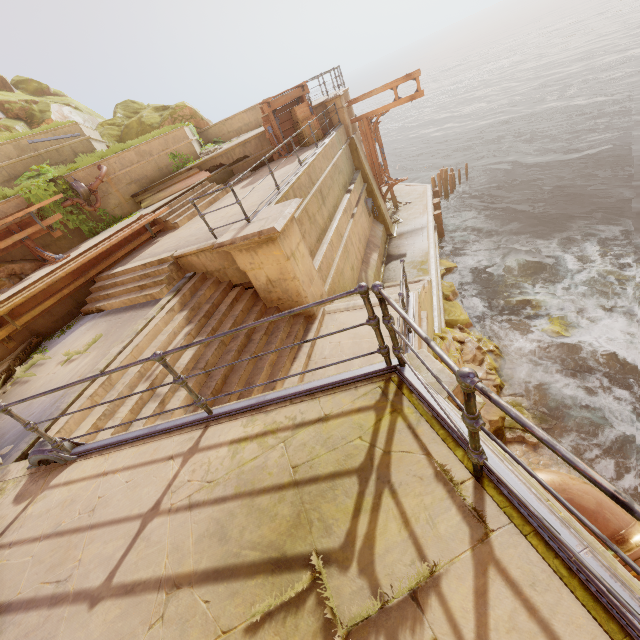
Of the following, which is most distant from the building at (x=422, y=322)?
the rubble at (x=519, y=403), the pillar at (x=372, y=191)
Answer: the pillar at (x=372, y=191)

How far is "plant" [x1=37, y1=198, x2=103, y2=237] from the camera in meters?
10.2 m

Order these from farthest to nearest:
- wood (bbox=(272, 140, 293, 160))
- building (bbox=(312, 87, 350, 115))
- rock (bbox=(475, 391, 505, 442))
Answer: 1. building (bbox=(312, 87, 350, 115))
2. wood (bbox=(272, 140, 293, 160))
3. rock (bbox=(475, 391, 505, 442))

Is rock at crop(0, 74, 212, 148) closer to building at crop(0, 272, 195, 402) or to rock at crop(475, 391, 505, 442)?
building at crop(0, 272, 195, 402)

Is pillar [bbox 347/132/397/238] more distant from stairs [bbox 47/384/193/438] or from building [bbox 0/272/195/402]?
stairs [bbox 47/384/193/438]

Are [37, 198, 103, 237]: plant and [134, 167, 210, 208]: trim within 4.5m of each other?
yes

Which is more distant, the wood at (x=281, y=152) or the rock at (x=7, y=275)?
the wood at (x=281, y=152)

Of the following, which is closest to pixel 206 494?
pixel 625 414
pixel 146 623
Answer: pixel 146 623
